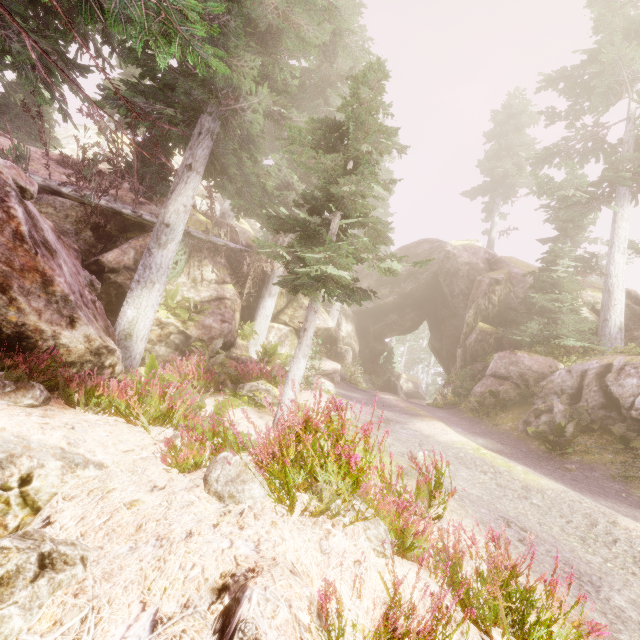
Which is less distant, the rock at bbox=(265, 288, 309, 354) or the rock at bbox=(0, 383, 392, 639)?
the rock at bbox=(0, 383, 392, 639)

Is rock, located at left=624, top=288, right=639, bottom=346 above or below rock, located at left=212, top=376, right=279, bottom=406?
above

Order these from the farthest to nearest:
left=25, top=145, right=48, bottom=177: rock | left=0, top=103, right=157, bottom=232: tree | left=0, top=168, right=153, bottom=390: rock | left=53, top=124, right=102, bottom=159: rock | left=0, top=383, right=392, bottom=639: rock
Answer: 1. left=53, top=124, right=102, bottom=159: rock
2. left=25, top=145, right=48, bottom=177: rock
3. left=0, top=103, right=157, bottom=232: tree
4. left=0, top=168, right=153, bottom=390: rock
5. left=0, top=383, right=392, bottom=639: rock

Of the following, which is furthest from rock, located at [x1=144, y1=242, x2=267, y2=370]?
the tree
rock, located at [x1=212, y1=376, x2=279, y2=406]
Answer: rock, located at [x1=212, y1=376, x2=279, y2=406]

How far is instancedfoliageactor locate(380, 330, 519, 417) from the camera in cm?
1370

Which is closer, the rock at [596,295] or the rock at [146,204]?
the rock at [146,204]

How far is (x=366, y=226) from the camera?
9.25m
